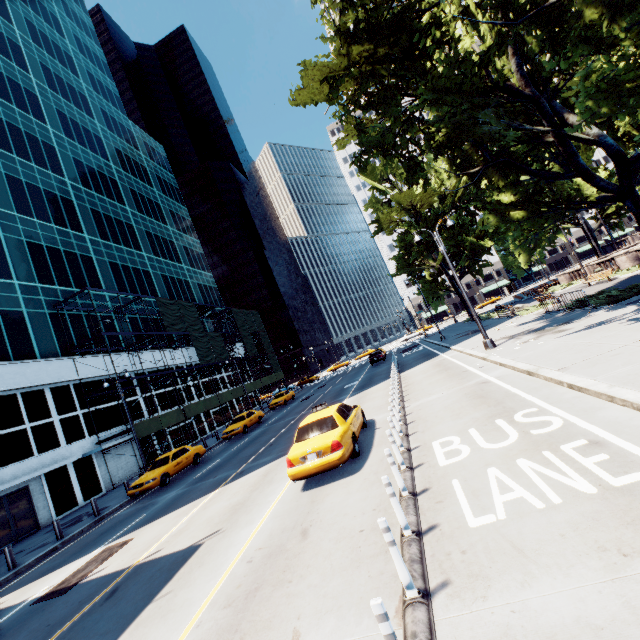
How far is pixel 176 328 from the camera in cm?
3438

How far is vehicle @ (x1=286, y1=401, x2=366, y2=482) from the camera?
8.4 meters

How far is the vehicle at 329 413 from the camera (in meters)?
8.37

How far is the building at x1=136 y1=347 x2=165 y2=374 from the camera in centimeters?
3307cm

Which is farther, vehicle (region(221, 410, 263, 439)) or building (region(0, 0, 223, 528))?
vehicle (region(221, 410, 263, 439))

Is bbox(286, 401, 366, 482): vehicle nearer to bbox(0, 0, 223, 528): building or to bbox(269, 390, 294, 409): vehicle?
bbox(0, 0, 223, 528): building

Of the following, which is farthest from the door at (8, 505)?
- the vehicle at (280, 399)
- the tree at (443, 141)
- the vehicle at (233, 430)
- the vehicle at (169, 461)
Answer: the tree at (443, 141)
